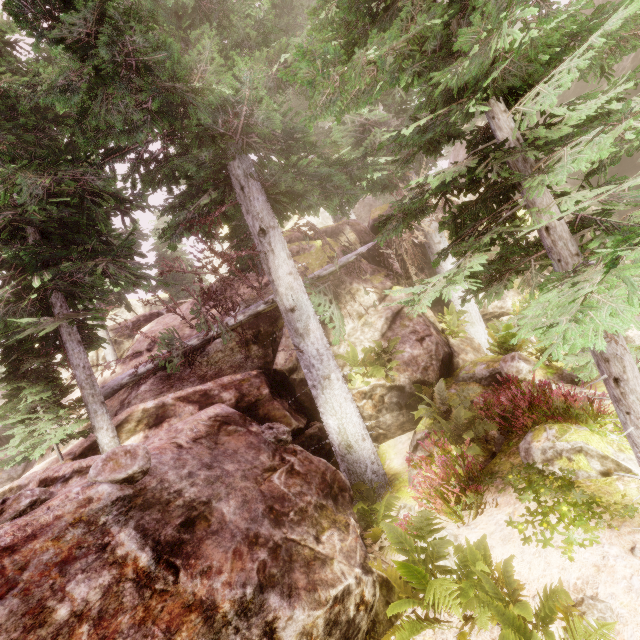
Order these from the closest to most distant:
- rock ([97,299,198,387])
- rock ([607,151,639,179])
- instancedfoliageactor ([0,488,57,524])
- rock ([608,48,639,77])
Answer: instancedfoliageactor ([0,488,57,524]), rock ([97,299,198,387]), rock ([608,48,639,77]), rock ([607,151,639,179])

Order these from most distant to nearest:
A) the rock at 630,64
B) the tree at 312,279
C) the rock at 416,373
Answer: the rock at 630,64
the tree at 312,279
the rock at 416,373

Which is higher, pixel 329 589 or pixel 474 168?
pixel 474 168

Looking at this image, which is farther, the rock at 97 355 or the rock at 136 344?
the rock at 97 355

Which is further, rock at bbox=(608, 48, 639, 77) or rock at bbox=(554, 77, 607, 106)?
rock at bbox=(554, 77, 607, 106)

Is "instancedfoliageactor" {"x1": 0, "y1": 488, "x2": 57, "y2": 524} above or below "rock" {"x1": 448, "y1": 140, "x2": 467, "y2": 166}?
below

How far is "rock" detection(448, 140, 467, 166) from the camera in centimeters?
2308cm
